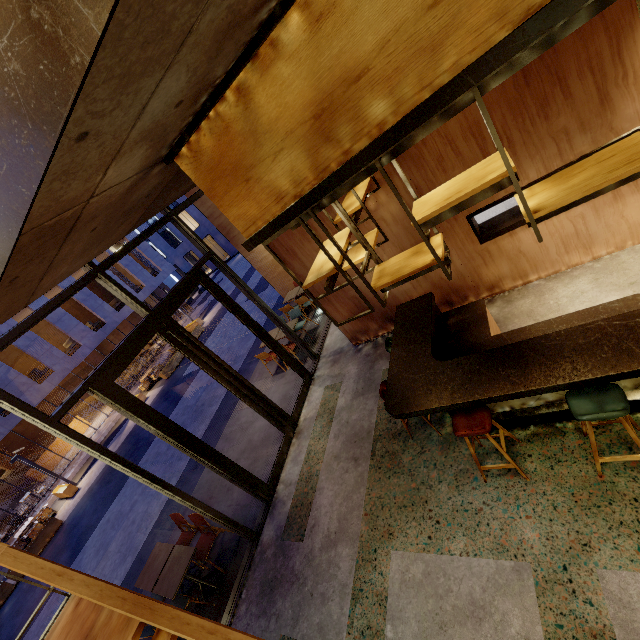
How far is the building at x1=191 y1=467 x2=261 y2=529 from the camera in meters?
5.9 m

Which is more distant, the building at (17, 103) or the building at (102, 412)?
the building at (102, 412)

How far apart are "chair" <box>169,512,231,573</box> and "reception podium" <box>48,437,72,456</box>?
21.2 meters

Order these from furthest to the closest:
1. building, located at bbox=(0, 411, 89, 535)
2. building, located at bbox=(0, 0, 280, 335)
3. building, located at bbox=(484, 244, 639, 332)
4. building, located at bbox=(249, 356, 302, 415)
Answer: building, located at bbox=(0, 411, 89, 535) < building, located at bbox=(249, 356, 302, 415) < building, located at bbox=(484, 244, 639, 332) < building, located at bbox=(0, 0, 280, 335)

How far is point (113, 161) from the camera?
1.87m

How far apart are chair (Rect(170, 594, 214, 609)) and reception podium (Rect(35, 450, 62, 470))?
21.3 meters

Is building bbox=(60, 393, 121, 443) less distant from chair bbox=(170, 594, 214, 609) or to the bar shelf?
chair bbox=(170, 594, 214, 609)

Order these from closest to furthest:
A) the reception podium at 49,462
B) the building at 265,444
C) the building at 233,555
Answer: the building at 233,555
the building at 265,444
the reception podium at 49,462
